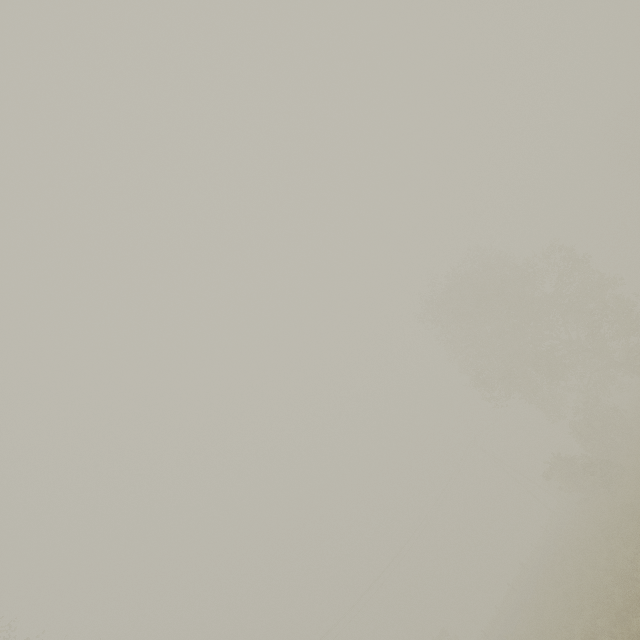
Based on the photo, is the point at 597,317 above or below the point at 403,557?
below
